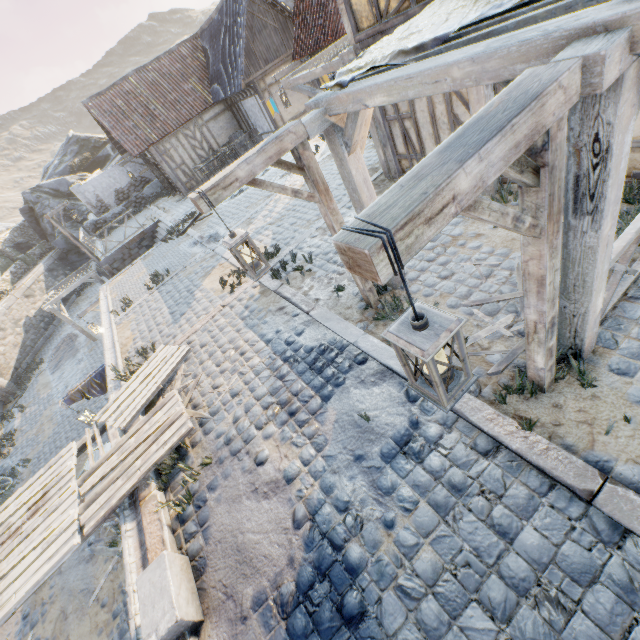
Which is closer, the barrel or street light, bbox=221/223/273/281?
street light, bbox=221/223/273/281

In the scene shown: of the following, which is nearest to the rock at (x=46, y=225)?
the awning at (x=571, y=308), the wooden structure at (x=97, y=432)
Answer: the awning at (x=571, y=308)

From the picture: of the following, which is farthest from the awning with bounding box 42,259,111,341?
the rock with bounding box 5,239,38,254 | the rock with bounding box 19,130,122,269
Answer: the rock with bounding box 5,239,38,254

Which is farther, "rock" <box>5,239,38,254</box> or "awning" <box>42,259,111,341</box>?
"rock" <box>5,239,38,254</box>

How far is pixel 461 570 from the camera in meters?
2.8 m

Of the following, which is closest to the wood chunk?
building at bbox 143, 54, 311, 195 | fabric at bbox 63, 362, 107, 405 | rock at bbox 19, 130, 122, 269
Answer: fabric at bbox 63, 362, 107, 405

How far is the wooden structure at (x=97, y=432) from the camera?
5.8m

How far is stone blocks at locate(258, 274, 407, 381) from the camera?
4.5 meters
